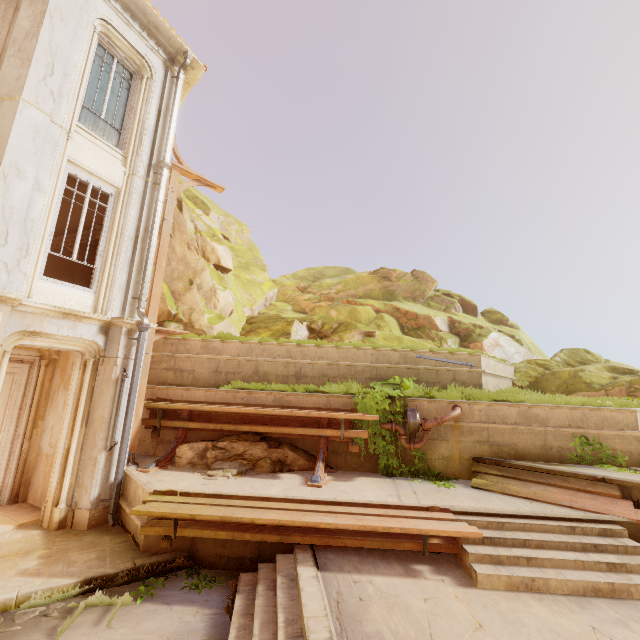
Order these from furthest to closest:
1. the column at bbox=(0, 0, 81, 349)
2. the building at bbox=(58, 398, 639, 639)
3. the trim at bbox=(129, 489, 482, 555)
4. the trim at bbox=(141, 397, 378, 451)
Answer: the trim at bbox=(141, 397, 378, 451) → the column at bbox=(0, 0, 81, 349) → the trim at bbox=(129, 489, 482, 555) → the building at bbox=(58, 398, 639, 639)

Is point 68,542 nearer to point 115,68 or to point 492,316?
point 115,68

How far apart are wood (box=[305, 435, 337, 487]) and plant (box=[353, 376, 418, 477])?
0.6 meters

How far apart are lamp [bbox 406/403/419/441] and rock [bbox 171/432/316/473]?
2.5 meters

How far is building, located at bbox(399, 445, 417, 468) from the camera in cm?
835

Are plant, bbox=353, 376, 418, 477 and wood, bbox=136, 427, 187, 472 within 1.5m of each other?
no

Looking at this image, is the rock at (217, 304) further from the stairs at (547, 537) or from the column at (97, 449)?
the stairs at (547, 537)

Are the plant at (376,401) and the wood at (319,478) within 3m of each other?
yes
